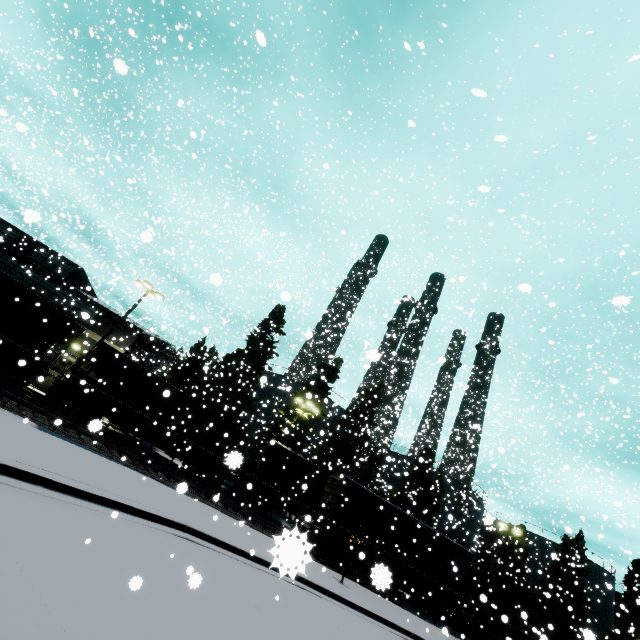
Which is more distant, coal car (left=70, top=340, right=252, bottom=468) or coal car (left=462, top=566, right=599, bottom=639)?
coal car (left=462, top=566, right=599, bottom=639)

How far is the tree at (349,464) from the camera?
30.84m

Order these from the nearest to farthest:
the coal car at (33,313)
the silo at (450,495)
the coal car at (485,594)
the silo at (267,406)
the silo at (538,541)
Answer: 1. the coal car at (33,313)
2. the coal car at (485,594)
3. the silo at (450,495)
4. the silo at (267,406)
5. the silo at (538,541)

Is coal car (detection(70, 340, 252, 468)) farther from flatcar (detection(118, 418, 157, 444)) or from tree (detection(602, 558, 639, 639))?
tree (detection(602, 558, 639, 639))

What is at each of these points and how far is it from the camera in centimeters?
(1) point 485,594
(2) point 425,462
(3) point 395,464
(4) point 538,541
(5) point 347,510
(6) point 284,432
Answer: (1) coal car, 2288cm
(2) tree, 3303cm
(3) silo, 4406cm
(4) silo, 4500cm
(5) cargo car, 2098cm
(6) tree, 3111cm

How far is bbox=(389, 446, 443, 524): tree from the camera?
35.3m

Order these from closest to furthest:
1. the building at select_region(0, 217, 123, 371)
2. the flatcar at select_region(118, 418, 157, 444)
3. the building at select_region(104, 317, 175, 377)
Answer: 1. the flatcar at select_region(118, 418, 157, 444)
2. the building at select_region(0, 217, 123, 371)
3. the building at select_region(104, 317, 175, 377)
